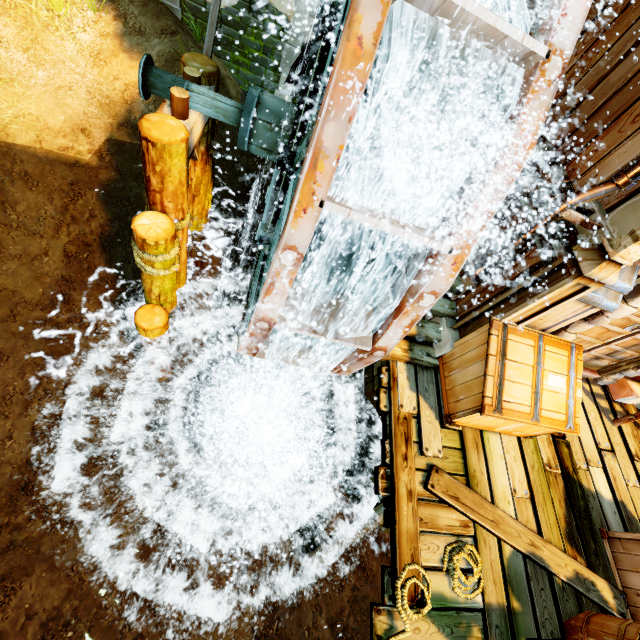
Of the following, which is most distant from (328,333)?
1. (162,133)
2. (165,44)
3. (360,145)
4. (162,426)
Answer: (165,44)

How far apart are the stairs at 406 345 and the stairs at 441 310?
0.4m

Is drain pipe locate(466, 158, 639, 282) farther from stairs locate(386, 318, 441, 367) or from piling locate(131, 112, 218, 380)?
piling locate(131, 112, 218, 380)

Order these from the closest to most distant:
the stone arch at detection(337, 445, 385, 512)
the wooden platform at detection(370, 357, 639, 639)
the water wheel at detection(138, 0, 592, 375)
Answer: the water wheel at detection(138, 0, 592, 375)
the wooden platform at detection(370, 357, 639, 639)
the stone arch at detection(337, 445, 385, 512)

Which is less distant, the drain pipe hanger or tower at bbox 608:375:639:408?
the drain pipe hanger

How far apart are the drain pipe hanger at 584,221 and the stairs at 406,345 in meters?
2.2

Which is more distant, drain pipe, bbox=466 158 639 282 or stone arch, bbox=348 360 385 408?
stone arch, bbox=348 360 385 408

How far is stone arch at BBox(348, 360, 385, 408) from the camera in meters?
4.6 m
